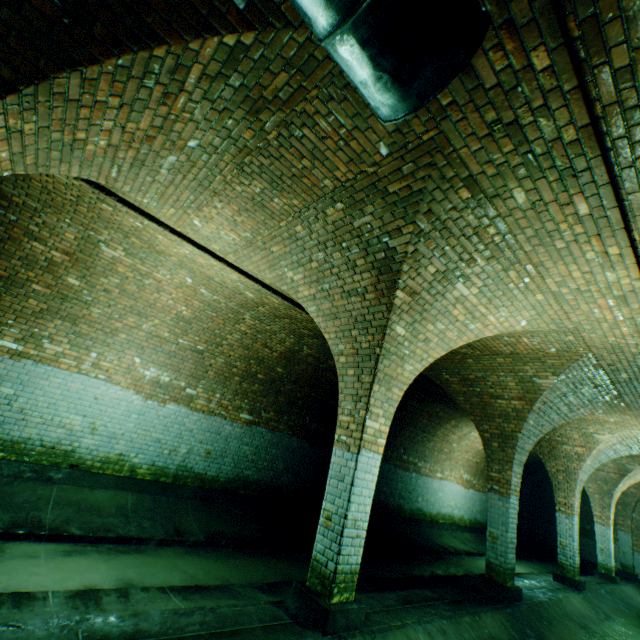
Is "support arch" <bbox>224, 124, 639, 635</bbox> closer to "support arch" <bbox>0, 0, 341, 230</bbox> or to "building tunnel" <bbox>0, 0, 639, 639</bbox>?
"building tunnel" <bbox>0, 0, 639, 639</bbox>

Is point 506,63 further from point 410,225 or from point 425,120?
point 410,225

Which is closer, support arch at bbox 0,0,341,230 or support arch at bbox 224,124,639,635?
support arch at bbox 0,0,341,230

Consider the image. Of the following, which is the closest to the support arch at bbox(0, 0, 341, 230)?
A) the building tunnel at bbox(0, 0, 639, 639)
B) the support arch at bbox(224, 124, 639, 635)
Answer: the building tunnel at bbox(0, 0, 639, 639)

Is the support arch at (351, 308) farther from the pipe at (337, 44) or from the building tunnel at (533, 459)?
the pipe at (337, 44)

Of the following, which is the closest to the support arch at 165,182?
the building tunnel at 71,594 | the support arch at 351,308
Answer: the building tunnel at 71,594
